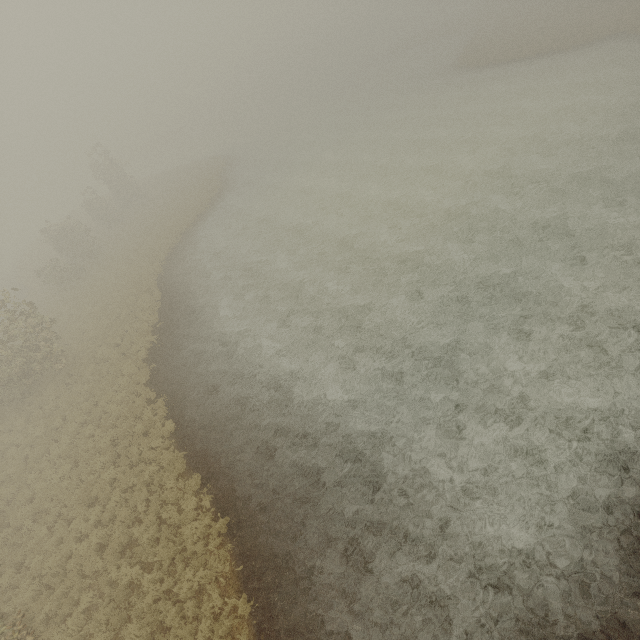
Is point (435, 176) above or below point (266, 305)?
below
